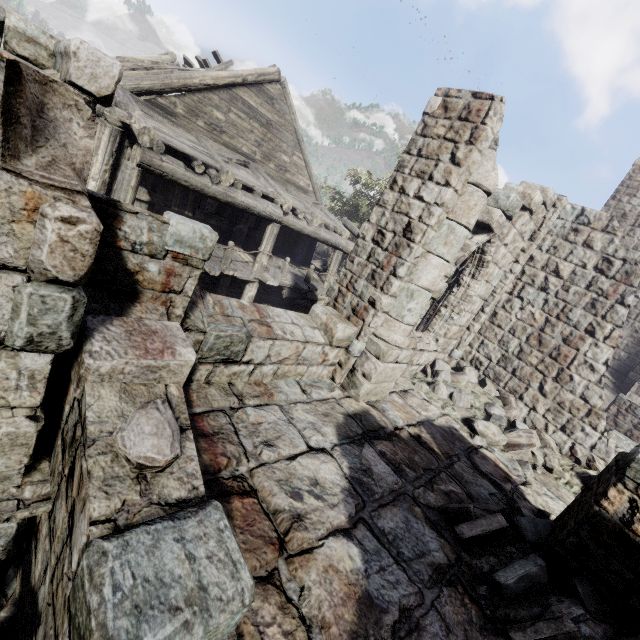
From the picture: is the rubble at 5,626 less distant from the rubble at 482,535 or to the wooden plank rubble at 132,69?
the rubble at 482,535

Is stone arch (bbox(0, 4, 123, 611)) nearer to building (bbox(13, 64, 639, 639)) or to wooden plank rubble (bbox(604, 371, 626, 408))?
building (bbox(13, 64, 639, 639))

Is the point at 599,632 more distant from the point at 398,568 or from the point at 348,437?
the point at 348,437

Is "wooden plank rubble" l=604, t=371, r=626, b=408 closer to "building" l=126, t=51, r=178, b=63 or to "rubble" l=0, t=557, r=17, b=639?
"building" l=126, t=51, r=178, b=63

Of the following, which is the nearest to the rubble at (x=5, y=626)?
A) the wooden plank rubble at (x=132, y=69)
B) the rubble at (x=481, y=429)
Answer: the rubble at (x=481, y=429)

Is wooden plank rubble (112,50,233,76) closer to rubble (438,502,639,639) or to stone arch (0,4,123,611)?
stone arch (0,4,123,611)

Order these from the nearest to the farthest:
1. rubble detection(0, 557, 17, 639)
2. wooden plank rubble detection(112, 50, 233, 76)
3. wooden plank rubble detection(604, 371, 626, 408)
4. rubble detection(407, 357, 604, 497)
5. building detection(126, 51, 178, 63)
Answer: rubble detection(0, 557, 17, 639)
rubble detection(407, 357, 604, 497)
wooden plank rubble detection(112, 50, 233, 76)
wooden plank rubble detection(604, 371, 626, 408)
building detection(126, 51, 178, 63)
